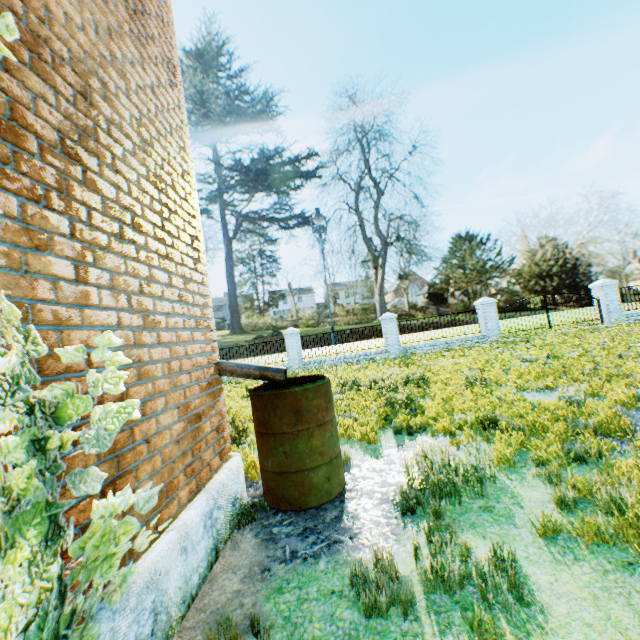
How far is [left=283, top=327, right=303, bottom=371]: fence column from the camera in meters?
17.5

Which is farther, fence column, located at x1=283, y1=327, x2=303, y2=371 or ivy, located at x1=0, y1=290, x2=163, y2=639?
fence column, located at x1=283, y1=327, x2=303, y2=371

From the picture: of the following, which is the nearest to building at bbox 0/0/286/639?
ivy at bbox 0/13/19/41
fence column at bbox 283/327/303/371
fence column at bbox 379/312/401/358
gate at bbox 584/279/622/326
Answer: ivy at bbox 0/13/19/41

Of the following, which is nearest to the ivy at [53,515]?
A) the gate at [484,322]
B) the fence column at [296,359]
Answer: the fence column at [296,359]

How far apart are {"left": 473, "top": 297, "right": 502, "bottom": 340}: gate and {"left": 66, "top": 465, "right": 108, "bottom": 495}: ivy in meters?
17.8

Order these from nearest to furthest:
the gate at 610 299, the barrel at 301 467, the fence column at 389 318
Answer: the barrel at 301 467, the gate at 610 299, the fence column at 389 318

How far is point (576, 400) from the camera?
5.4m

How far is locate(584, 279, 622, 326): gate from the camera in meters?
16.4
